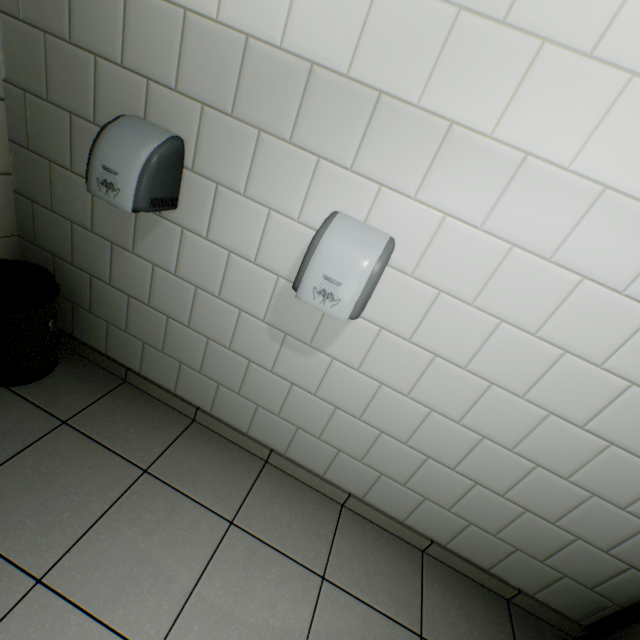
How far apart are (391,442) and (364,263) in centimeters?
95cm

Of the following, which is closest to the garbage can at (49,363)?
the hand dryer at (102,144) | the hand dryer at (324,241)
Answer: the hand dryer at (102,144)

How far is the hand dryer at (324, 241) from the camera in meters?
1.1 m

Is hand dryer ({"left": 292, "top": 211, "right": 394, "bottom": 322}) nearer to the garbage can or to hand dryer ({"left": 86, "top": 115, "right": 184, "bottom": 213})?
hand dryer ({"left": 86, "top": 115, "right": 184, "bottom": 213})

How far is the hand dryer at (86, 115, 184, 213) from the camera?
1.2 meters

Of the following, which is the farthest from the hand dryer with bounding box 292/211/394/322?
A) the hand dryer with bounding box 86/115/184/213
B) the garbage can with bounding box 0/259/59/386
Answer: the garbage can with bounding box 0/259/59/386

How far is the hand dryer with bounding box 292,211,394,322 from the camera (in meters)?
1.10
